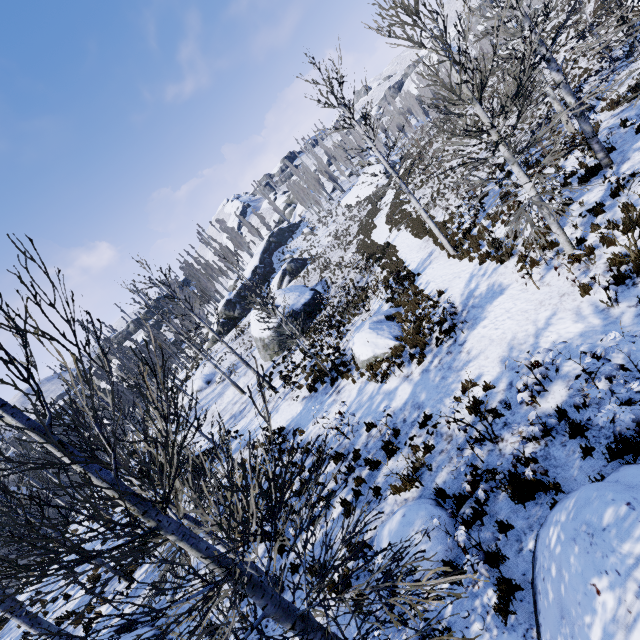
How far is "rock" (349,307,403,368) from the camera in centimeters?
1342cm

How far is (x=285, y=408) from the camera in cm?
1730

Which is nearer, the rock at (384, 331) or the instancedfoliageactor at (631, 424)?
the instancedfoliageactor at (631, 424)

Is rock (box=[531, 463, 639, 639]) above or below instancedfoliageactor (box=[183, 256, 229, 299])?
below

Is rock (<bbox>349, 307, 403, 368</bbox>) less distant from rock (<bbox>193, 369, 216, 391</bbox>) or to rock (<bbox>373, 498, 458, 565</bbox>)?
rock (<bbox>373, 498, 458, 565</bbox>)

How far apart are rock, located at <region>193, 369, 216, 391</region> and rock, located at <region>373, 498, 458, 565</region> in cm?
2778

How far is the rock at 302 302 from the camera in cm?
2655

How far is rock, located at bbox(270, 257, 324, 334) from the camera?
26.5m
